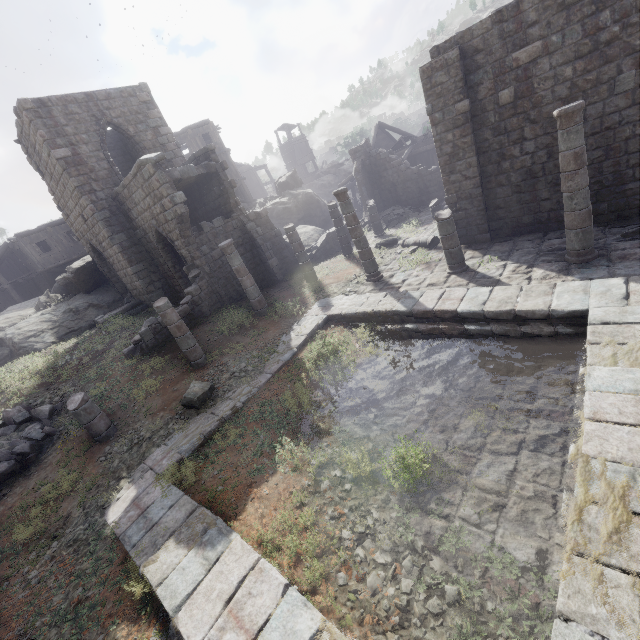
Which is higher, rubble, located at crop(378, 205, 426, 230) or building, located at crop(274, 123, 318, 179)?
building, located at crop(274, 123, 318, 179)

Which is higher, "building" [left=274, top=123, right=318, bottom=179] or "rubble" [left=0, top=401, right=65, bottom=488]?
"building" [left=274, top=123, right=318, bottom=179]

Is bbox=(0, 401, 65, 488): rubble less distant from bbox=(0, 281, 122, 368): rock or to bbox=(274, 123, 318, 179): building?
bbox=(274, 123, 318, 179): building

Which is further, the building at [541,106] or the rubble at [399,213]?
the rubble at [399,213]

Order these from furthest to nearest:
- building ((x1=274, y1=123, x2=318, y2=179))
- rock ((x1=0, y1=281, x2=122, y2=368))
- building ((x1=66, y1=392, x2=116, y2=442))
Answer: building ((x1=274, y1=123, x2=318, y2=179)), rock ((x1=0, y1=281, x2=122, y2=368)), building ((x1=66, y1=392, x2=116, y2=442))

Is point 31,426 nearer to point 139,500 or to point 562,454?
point 139,500

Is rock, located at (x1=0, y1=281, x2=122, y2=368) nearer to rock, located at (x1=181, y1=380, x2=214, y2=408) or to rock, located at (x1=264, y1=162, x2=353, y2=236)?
rock, located at (x1=264, y1=162, x2=353, y2=236)

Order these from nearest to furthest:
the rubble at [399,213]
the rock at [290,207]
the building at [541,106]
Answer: the building at [541,106], the rubble at [399,213], the rock at [290,207]
